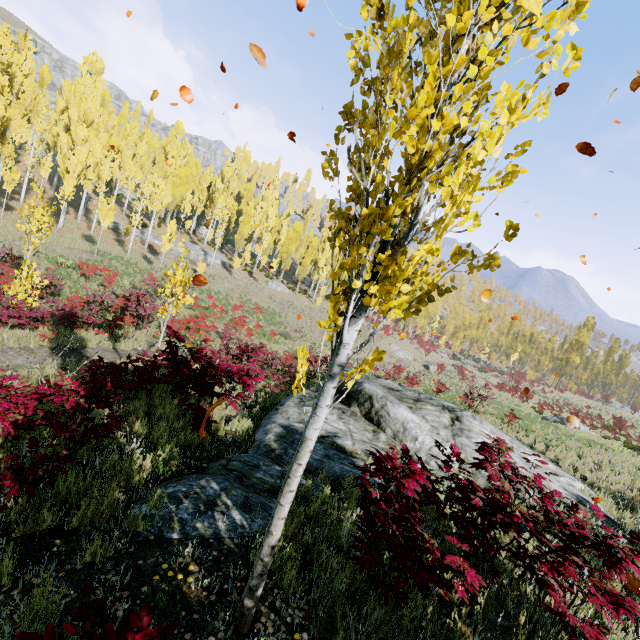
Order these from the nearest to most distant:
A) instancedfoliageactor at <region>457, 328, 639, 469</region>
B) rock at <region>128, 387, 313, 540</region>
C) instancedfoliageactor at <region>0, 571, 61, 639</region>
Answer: instancedfoliageactor at <region>0, 571, 61, 639</region> < rock at <region>128, 387, 313, 540</region> < instancedfoliageactor at <region>457, 328, 639, 469</region>

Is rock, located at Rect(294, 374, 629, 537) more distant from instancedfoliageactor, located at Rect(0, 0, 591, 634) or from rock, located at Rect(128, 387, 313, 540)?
instancedfoliageactor, located at Rect(0, 0, 591, 634)

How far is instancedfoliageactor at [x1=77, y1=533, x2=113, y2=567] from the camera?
2.86m

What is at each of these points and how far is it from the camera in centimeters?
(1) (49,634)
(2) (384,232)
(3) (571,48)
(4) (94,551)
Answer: (1) instancedfoliageactor, 146cm
(2) instancedfoliageactor, 194cm
(3) instancedfoliageactor, 176cm
(4) instancedfoliageactor, 291cm

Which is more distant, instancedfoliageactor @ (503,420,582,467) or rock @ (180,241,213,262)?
rock @ (180,241,213,262)

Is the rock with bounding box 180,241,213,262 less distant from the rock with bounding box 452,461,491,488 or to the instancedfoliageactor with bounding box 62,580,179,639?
the instancedfoliageactor with bounding box 62,580,179,639

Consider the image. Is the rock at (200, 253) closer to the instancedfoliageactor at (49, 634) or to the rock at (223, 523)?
the instancedfoliageactor at (49, 634)

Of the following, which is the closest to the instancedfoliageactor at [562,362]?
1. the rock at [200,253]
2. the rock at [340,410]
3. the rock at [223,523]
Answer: the rock at [200,253]
